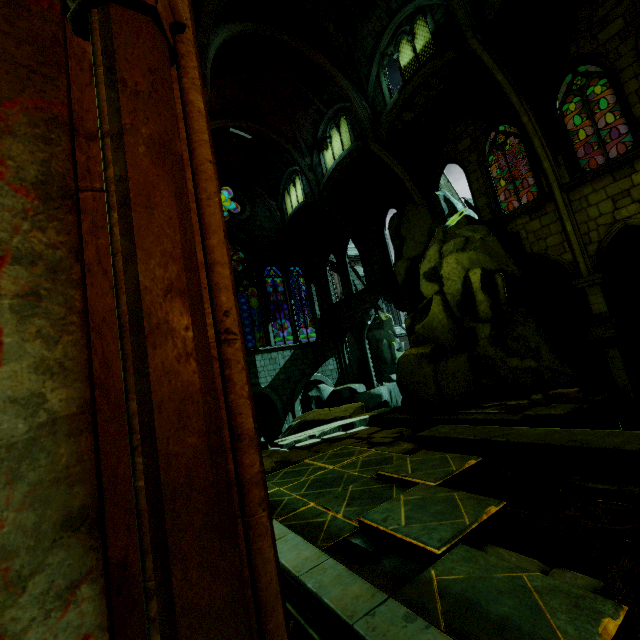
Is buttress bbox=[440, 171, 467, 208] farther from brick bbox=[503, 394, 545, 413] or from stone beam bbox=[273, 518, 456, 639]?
stone beam bbox=[273, 518, 456, 639]

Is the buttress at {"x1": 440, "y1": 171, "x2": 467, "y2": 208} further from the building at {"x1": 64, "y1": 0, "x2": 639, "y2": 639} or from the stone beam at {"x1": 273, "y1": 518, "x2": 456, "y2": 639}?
the stone beam at {"x1": 273, "y1": 518, "x2": 456, "y2": 639}

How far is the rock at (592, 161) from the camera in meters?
Result: 25.2 m

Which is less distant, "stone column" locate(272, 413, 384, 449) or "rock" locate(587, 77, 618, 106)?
"stone column" locate(272, 413, 384, 449)

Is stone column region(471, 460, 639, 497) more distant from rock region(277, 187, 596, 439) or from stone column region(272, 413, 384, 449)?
rock region(277, 187, 596, 439)

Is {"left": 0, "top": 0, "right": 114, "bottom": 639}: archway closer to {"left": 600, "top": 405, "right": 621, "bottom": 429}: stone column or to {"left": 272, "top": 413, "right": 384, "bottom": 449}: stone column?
{"left": 272, "top": 413, "right": 384, "bottom": 449}: stone column

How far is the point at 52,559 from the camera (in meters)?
0.58
